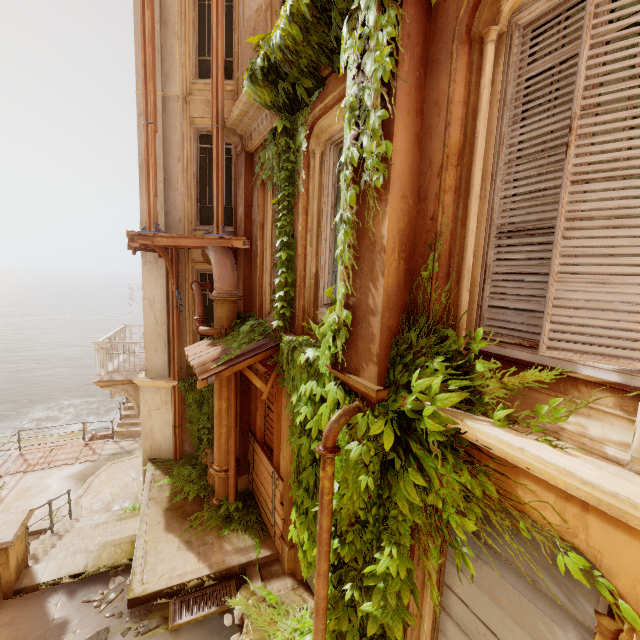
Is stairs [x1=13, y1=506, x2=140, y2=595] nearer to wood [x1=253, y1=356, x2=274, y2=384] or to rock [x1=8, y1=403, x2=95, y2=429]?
wood [x1=253, y1=356, x2=274, y2=384]

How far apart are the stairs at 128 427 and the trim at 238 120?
13.01m

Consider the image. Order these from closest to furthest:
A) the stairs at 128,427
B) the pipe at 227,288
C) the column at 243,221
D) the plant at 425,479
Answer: the plant at 425,479, the pipe at 227,288, the column at 243,221, the stairs at 128,427

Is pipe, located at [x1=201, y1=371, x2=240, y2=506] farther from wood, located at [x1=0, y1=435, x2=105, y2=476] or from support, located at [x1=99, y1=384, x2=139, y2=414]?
wood, located at [x1=0, y1=435, x2=105, y2=476]

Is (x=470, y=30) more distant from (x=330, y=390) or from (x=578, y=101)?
(x=330, y=390)

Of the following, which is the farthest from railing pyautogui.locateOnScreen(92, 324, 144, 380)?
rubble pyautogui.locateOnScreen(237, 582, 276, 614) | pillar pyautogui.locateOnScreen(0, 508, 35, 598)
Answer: rubble pyautogui.locateOnScreen(237, 582, 276, 614)

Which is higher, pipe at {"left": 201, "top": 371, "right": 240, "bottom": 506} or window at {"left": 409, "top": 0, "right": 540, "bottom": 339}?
window at {"left": 409, "top": 0, "right": 540, "bottom": 339}

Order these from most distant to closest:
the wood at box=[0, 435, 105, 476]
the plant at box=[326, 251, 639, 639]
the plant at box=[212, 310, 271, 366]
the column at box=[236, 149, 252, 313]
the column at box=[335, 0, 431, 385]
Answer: the wood at box=[0, 435, 105, 476], the column at box=[236, 149, 252, 313], the plant at box=[212, 310, 271, 366], the column at box=[335, 0, 431, 385], the plant at box=[326, 251, 639, 639]
